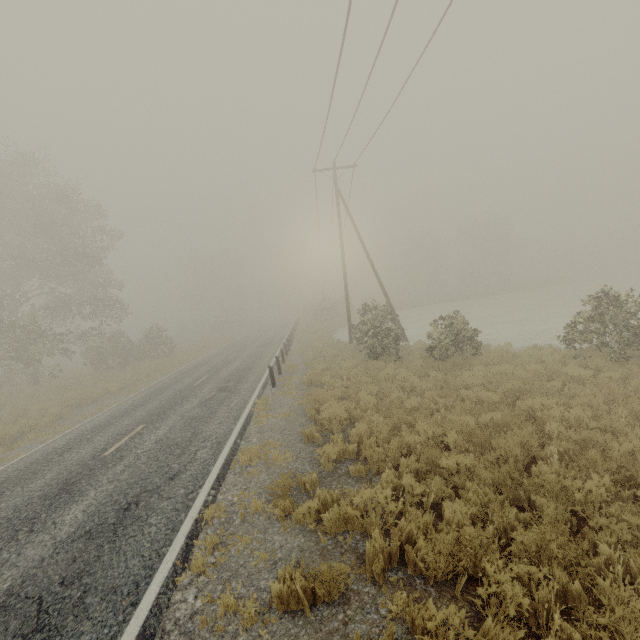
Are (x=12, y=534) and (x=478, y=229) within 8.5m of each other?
no

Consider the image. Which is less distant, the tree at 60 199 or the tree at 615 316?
the tree at 615 316

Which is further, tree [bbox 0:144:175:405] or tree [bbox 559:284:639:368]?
tree [bbox 0:144:175:405]

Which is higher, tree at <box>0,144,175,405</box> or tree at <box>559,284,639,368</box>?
tree at <box>0,144,175,405</box>

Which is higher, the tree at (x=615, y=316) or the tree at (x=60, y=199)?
the tree at (x=60, y=199)
